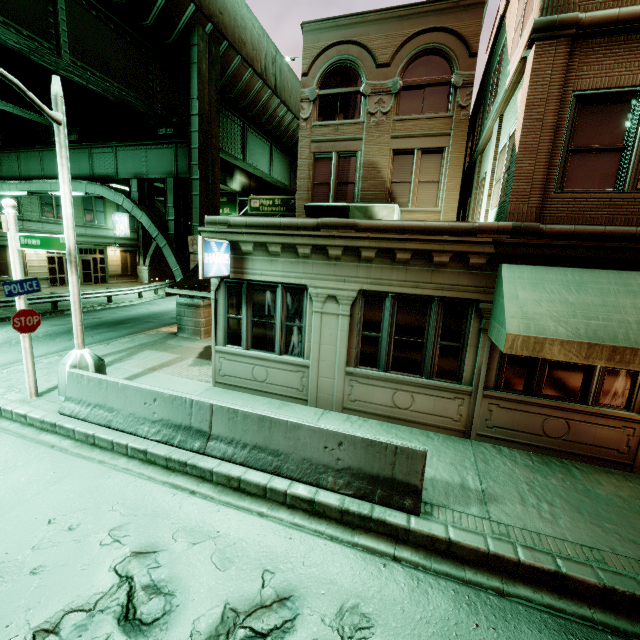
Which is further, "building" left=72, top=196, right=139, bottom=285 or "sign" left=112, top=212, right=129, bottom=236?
"sign" left=112, top=212, right=129, bottom=236

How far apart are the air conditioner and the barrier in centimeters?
782cm

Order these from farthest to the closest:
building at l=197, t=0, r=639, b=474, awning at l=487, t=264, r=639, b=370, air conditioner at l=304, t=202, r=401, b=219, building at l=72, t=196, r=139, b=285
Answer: building at l=72, t=196, r=139, b=285 < air conditioner at l=304, t=202, r=401, b=219 < building at l=197, t=0, r=639, b=474 < awning at l=487, t=264, r=639, b=370

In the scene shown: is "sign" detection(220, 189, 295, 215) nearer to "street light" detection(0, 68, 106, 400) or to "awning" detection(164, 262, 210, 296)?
"awning" detection(164, 262, 210, 296)

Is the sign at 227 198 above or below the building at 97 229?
above

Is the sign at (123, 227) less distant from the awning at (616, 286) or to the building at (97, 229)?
the building at (97, 229)

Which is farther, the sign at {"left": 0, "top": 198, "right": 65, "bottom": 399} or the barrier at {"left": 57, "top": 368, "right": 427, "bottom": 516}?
the sign at {"left": 0, "top": 198, "right": 65, "bottom": 399}

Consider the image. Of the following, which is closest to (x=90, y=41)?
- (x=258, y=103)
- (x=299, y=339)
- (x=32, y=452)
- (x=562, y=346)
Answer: (x=258, y=103)
